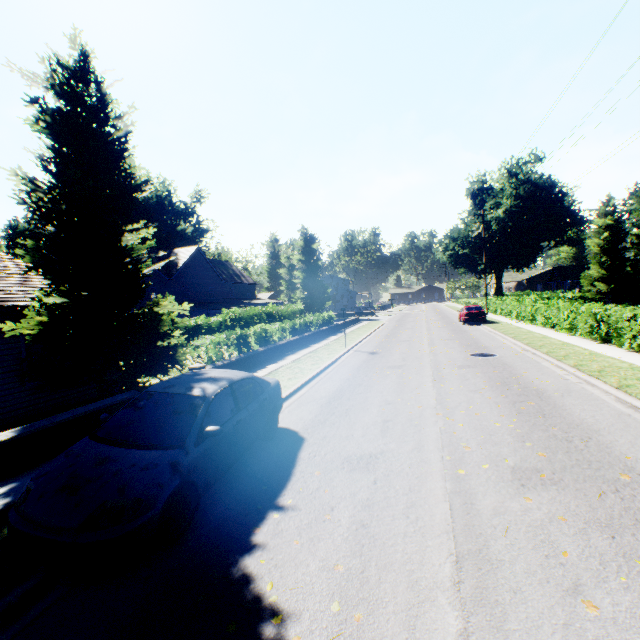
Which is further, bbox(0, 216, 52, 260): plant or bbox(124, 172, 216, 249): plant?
bbox(124, 172, 216, 249): plant

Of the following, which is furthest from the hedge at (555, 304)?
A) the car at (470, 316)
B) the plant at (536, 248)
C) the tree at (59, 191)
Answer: the car at (470, 316)

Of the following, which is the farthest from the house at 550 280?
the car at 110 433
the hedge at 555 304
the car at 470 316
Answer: the car at 110 433

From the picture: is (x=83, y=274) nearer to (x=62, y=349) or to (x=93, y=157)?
(x=62, y=349)

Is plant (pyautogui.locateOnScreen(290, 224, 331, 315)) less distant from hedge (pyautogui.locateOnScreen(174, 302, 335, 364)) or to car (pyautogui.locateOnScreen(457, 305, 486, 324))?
hedge (pyautogui.locateOnScreen(174, 302, 335, 364))

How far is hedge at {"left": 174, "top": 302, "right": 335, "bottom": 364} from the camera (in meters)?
13.79

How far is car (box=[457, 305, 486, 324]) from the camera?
27.49m

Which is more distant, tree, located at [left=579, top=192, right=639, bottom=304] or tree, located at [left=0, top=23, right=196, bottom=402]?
tree, located at [left=579, top=192, right=639, bottom=304]
